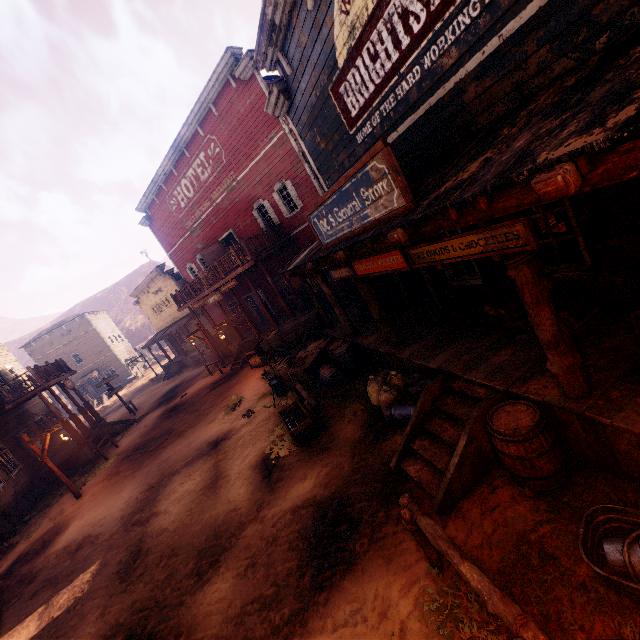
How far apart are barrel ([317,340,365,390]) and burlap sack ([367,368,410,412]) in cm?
116

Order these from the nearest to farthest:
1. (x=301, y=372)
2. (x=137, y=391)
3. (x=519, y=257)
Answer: (x=519, y=257)
(x=301, y=372)
(x=137, y=391)

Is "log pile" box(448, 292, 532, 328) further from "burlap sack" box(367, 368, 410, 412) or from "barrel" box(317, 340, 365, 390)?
"barrel" box(317, 340, 365, 390)

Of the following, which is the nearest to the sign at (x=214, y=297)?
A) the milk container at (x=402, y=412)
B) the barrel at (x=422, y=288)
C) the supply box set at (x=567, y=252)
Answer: the barrel at (x=422, y=288)

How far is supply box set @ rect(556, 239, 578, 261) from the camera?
5.2m

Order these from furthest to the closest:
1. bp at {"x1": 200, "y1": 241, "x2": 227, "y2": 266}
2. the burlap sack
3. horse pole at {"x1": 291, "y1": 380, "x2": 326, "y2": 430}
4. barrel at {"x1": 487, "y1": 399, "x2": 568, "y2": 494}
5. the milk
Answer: bp at {"x1": 200, "y1": 241, "x2": 227, "y2": 266} → the milk → horse pole at {"x1": 291, "y1": 380, "x2": 326, "y2": 430} → the burlap sack → barrel at {"x1": 487, "y1": 399, "x2": 568, "y2": 494}

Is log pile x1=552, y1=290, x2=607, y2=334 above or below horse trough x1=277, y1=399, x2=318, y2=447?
above

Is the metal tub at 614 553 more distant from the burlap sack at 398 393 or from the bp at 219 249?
the bp at 219 249
